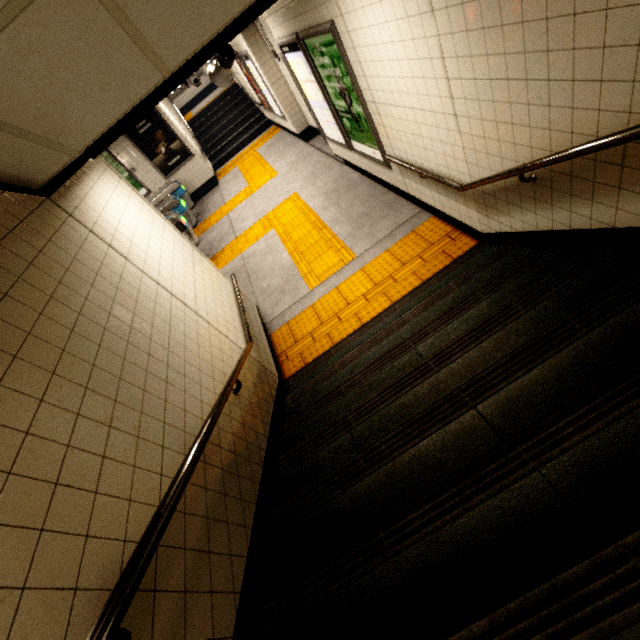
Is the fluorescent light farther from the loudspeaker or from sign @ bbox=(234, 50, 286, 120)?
sign @ bbox=(234, 50, 286, 120)

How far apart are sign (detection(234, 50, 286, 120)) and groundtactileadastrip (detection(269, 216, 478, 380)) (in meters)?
6.66

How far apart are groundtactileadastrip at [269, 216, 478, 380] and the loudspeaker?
2.8 meters

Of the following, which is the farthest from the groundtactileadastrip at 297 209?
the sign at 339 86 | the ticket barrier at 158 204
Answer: the sign at 339 86

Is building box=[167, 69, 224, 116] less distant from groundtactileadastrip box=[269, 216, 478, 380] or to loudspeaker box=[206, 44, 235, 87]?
loudspeaker box=[206, 44, 235, 87]

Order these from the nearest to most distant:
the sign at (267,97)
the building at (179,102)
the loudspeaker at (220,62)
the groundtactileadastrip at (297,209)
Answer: the loudspeaker at (220,62), the groundtactileadastrip at (297,209), the sign at (267,97), the building at (179,102)

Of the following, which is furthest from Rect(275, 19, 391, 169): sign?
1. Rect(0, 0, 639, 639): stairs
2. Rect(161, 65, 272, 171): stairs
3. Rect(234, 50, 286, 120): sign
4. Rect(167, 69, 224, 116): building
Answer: Rect(167, 69, 224, 116): building

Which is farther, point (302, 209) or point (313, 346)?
point (302, 209)
